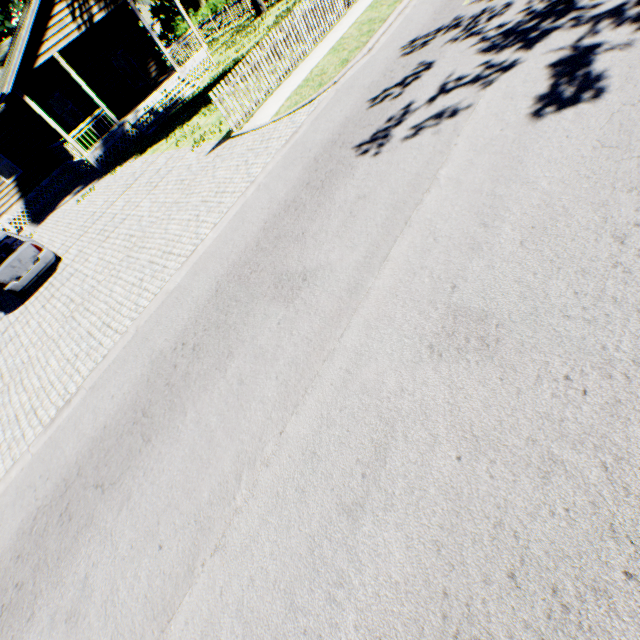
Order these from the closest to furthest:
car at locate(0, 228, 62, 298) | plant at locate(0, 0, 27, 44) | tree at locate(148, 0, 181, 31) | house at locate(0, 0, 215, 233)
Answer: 1. car at locate(0, 228, 62, 298)
2. house at locate(0, 0, 215, 233)
3. plant at locate(0, 0, 27, 44)
4. tree at locate(148, 0, 181, 31)

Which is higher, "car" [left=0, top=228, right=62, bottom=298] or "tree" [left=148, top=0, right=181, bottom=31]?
"tree" [left=148, top=0, right=181, bottom=31]

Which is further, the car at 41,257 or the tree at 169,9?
the tree at 169,9

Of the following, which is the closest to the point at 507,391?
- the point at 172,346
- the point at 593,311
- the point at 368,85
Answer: the point at 593,311

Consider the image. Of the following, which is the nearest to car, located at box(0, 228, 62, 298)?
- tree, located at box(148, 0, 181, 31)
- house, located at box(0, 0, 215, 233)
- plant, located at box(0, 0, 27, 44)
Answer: house, located at box(0, 0, 215, 233)

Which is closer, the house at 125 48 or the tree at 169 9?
the house at 125 48
